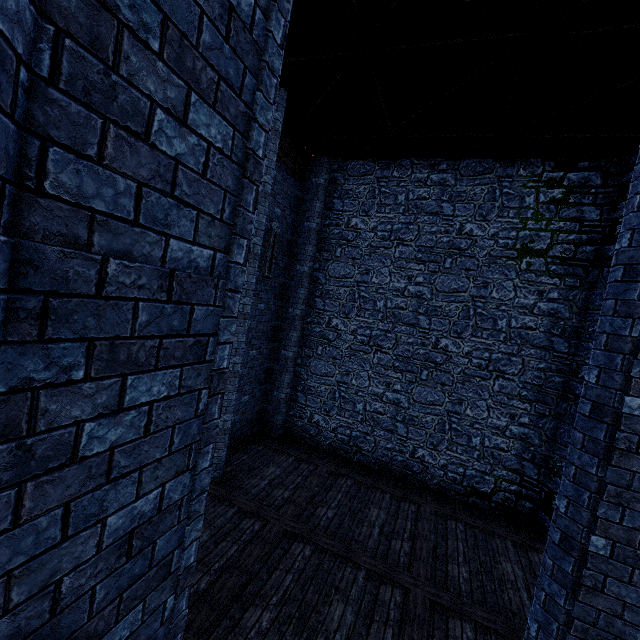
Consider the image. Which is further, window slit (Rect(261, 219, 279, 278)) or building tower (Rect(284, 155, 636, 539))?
window slit (Rect(261, 219, 279, 278))

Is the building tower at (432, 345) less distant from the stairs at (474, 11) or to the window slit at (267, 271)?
the stairs at (474, 11)

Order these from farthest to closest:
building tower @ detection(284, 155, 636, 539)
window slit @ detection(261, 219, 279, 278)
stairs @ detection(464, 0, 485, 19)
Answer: → window slit @ detection(261, 219, 279, 278), building tower @ detection(284, 155, 636, 539), stairs @ detection(464, 0, 485, 19)

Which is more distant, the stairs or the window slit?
the window slit

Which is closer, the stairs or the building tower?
the stairs

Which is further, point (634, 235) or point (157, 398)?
point (634, 235)

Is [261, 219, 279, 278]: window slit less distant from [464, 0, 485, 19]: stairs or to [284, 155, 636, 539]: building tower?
[284, 155, 636, 539]: building tower
